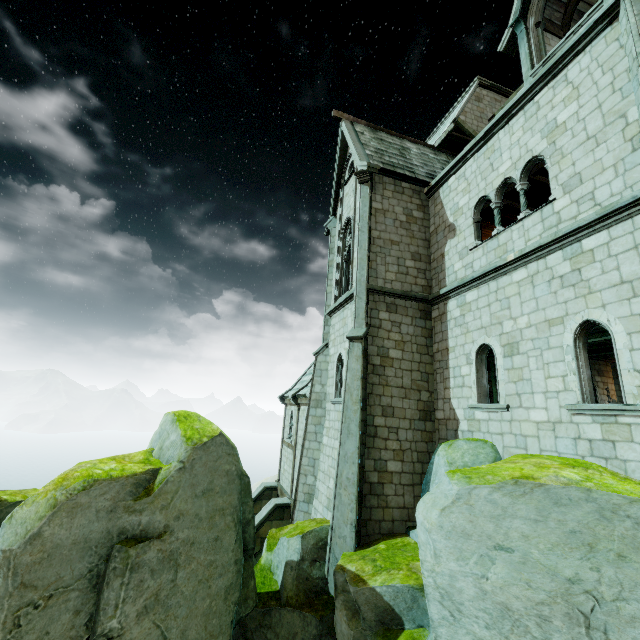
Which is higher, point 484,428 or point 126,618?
point 484,428

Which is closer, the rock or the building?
the rock

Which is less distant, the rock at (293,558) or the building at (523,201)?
the rock at (293,558)
